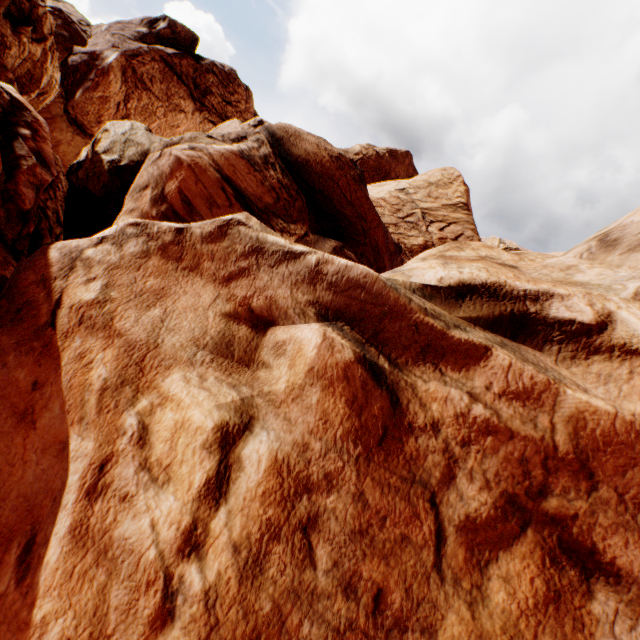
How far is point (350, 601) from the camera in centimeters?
311cm
